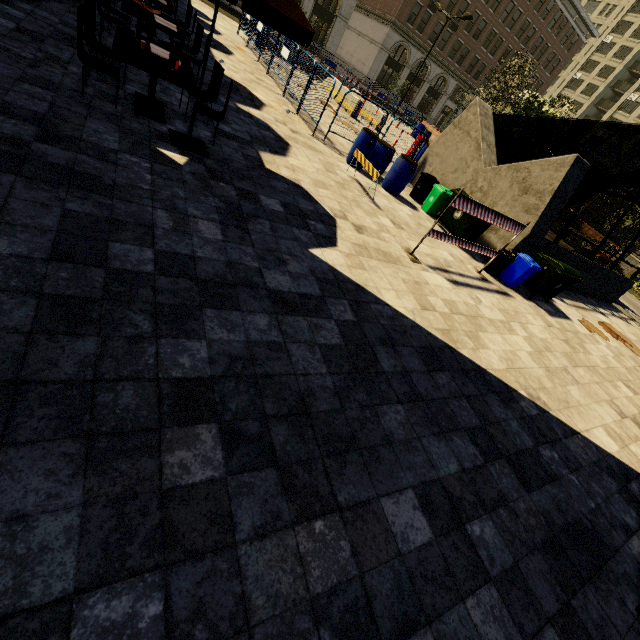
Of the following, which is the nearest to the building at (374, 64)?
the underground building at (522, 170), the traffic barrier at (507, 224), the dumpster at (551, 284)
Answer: the underground building at (522, 170)

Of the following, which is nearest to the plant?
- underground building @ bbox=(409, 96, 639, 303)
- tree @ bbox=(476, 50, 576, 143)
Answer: tree @ bbox=(476, 50, 576, 143)

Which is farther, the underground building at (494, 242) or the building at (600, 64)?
the building at (600, 64)

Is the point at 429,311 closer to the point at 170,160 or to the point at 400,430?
the point at 400,430

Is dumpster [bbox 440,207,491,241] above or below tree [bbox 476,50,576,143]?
below

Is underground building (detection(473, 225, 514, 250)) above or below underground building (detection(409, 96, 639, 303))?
below

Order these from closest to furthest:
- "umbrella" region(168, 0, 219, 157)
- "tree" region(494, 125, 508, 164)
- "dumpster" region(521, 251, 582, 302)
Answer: "umbrella" region(168, 0, 219, 157) → "dumpster" region(521, 251, 582, 302) → "tree" region(494, 125, 508, 164)

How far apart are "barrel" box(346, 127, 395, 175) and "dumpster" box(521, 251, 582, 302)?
5.60m
